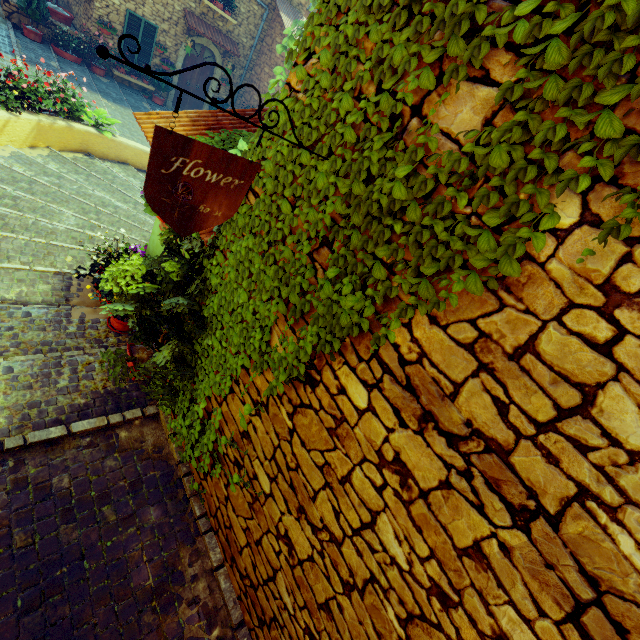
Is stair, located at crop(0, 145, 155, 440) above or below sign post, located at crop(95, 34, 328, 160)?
below

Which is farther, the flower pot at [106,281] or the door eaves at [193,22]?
the door eaves at [193,22]

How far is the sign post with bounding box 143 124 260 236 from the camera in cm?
139

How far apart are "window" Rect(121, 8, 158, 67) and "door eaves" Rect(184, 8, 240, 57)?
1.1m

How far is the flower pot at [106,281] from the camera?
2.8 meters

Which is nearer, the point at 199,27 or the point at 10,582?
the point at 10,582

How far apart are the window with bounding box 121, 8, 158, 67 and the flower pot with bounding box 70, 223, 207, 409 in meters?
14.2

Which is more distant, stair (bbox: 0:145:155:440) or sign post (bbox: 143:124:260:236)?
stair (bbox: 0:145:155:440)
